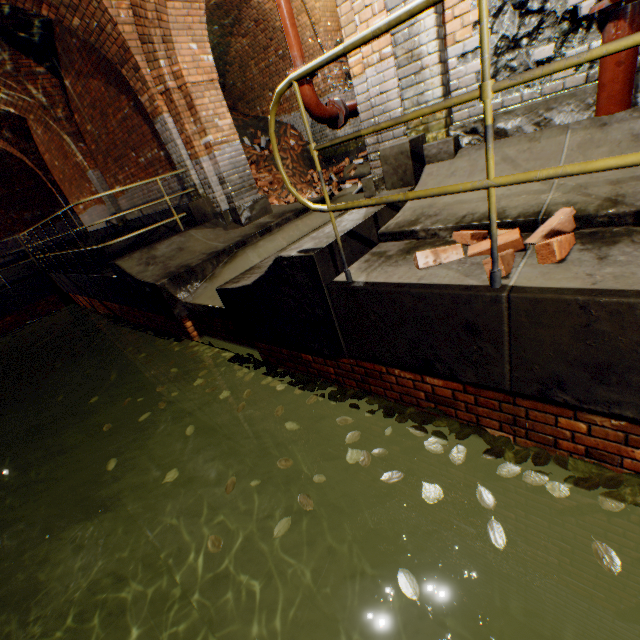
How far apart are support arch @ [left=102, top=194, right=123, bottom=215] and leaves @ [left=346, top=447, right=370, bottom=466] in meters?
10.0

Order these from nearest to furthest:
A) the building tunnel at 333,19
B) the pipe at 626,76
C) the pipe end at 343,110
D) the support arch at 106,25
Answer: the pipe at 626,76 < the pipe end at 343,110 < the support arch at 106,25 < the building tunnel at 333,19

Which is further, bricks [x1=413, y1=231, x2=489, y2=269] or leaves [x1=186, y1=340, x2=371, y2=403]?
leaves [x1=186, y1=340, x2=371, y2=403]

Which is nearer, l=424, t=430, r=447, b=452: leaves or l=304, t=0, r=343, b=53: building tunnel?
l=424, t=430, r=447, b=452: leaves

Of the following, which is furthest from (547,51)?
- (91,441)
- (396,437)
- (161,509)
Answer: (91,441)

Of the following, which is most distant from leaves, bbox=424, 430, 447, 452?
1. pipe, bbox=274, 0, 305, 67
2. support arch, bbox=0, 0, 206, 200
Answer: pipe, bbox=274, 0, 305, 67

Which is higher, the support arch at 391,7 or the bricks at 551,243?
the support arch at 391,7

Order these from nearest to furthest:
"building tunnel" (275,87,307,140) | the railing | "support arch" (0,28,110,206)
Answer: the railing → "support arch" (0,28,110,206) → "building tunnel" (275,87,307,140)
